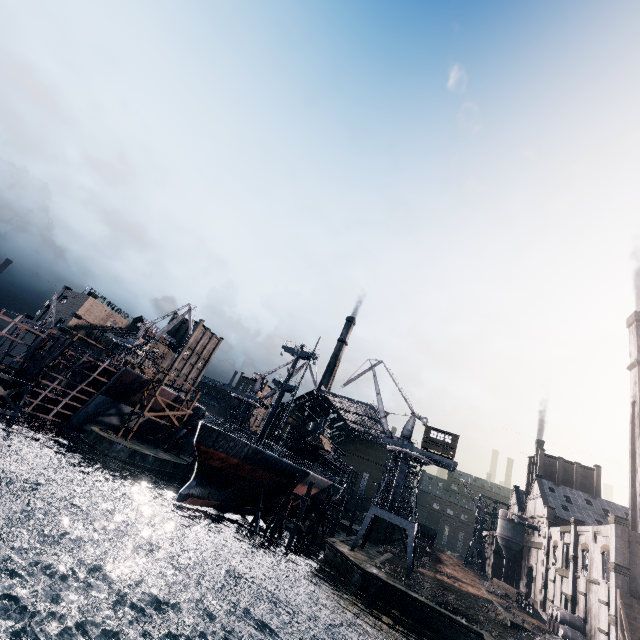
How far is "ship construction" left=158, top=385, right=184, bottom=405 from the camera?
54.5 meters

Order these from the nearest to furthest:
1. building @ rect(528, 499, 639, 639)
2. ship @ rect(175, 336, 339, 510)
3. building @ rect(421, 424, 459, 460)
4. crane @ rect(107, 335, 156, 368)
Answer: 1. building @ rect(528, 499, 639, 639)
2. ship @ rect(175, 336, 339, 510)
3. building @ rect(421, 424, 459, 460)
4. crane @ rect(107, 335, 156, 368)

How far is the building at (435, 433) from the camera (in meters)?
44.81

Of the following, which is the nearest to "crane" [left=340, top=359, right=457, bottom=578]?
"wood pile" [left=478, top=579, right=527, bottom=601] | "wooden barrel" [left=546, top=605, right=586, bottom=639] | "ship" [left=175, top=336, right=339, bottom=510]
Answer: "ship" [left=175, top=336, right=339, bottom=510]

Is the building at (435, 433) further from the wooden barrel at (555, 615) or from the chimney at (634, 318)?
the chimney at (634, 318)

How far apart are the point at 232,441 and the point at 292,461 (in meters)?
23.67

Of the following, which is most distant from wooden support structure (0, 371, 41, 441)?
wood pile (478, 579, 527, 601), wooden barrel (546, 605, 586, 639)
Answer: wood pile (478, 579, 527, 601)

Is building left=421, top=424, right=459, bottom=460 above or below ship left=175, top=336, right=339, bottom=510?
above
